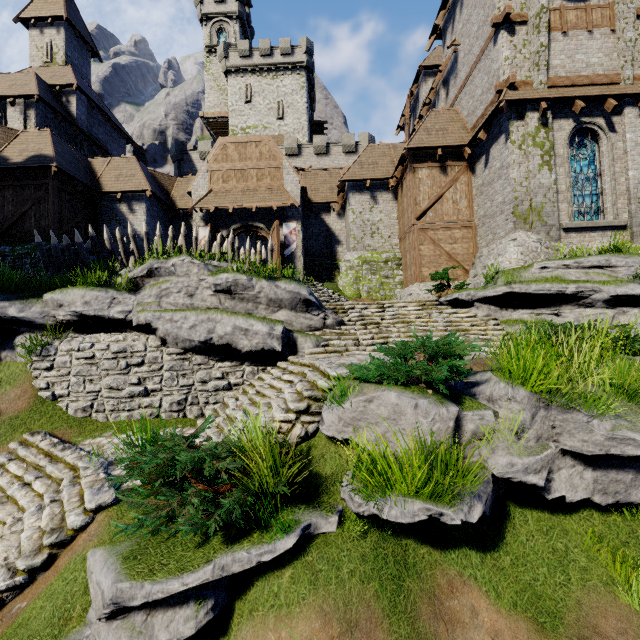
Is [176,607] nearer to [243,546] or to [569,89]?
[243,546]

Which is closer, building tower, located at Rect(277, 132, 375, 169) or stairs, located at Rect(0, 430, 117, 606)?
stairs, located at Rect(0, 430, 117, 606)

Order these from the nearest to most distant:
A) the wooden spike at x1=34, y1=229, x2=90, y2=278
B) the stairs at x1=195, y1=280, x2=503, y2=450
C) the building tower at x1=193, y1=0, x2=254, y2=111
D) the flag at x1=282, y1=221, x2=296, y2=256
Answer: the stairs at x1=195, y1=280, x2=503, y2=450, the wooden spike at x1=34, y1=229, x2=90, y2=278, the flag at x1=282, y1=221, x2=296, y2=256, the building tower at x1=193, y1=0, x2=254, y2=111

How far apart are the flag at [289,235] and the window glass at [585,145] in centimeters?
1251cm

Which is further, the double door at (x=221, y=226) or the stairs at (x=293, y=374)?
the double door at (x=221, y=226)

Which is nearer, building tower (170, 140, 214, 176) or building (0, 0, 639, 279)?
building (0, 0, 639, 279)

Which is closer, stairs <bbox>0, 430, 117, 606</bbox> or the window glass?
stairs <bbox>0, 430, 117, 606</bbox>

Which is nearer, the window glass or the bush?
the bush
